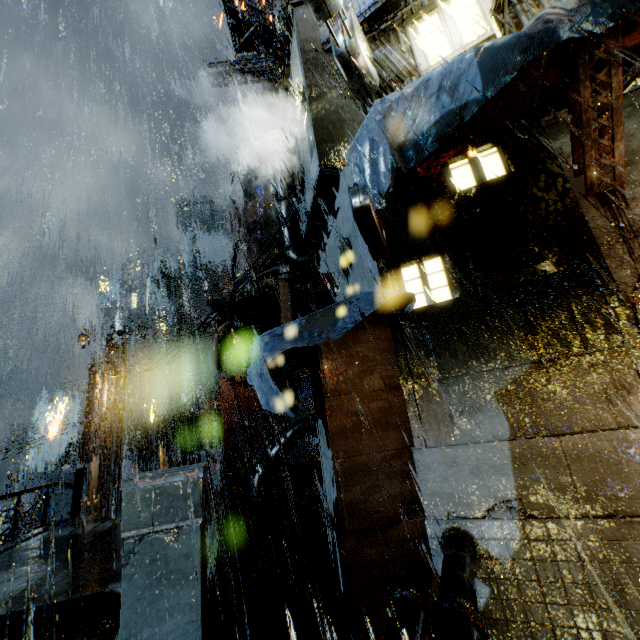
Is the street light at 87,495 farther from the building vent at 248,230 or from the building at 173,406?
the building vent at 248,230

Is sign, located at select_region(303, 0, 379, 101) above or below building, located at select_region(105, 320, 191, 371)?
above

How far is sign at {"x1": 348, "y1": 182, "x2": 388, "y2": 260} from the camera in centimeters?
524cm

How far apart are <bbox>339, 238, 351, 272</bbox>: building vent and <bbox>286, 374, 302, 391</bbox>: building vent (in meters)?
3.77

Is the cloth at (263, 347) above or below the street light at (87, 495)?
above

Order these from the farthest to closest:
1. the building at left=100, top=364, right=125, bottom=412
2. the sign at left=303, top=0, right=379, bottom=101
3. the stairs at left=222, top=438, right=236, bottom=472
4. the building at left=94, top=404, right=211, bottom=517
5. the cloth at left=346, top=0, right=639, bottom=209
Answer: the stairs at left=222, top=438, right=236, bottom=472 → the building at left=100, top=364, right=125, bottom=412 → the building at left=94, top=404, right=211, bottom=517 → the sign at left=303, top=0, right=379, bottom=101 → the cloth at left=346, top=0, right=639, bottom=209

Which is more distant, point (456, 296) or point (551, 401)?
point (456, 296)

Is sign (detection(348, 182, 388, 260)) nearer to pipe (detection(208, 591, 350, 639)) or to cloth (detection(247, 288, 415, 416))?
cloth (detection(247, 288, 415, 416))
